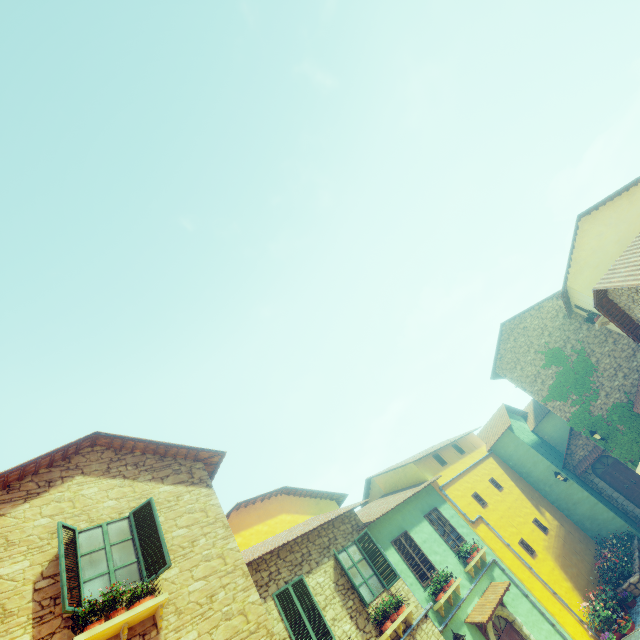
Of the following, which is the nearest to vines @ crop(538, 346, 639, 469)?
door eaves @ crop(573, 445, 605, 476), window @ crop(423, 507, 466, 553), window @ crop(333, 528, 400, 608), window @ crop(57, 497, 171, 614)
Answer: door eaves @ crop(573, 445, 605, 476)

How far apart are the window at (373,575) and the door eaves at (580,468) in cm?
1451

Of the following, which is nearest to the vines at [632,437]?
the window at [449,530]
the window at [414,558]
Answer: the window at [449,530]

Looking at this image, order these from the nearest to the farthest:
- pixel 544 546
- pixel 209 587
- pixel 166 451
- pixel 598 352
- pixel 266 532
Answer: pixel 209 587
pixel 166 451
pixel 266 532
pixel 544 546
pixel 598 352

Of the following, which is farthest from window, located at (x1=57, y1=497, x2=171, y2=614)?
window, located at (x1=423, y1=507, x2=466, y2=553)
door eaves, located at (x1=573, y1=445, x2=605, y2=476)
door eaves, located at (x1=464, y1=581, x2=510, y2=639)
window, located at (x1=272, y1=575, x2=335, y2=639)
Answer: door eaves, located at (x1=573, y1=445, x2=605, y2=476)

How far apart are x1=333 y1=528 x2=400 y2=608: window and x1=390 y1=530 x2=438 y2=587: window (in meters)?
1.59

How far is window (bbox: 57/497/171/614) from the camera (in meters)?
6.22

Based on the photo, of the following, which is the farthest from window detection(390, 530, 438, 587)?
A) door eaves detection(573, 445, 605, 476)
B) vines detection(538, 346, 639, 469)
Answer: door eaves detection(573, 445, 605, 476)
